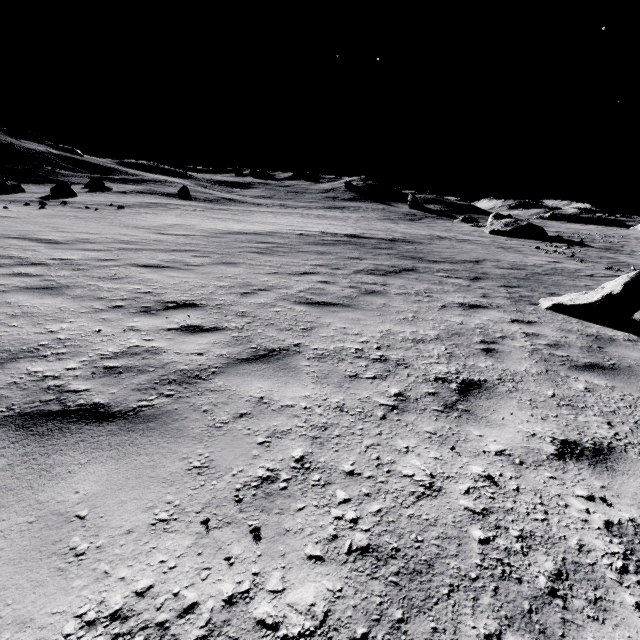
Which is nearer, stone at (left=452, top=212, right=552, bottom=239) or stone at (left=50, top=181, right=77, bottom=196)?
stone at (left=50, top=181, right=77, bottom=196)

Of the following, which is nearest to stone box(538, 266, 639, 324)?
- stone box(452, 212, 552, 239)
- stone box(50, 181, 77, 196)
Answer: stone box(452, 212, 552, 239)

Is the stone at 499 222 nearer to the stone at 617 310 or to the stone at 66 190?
the stone at 617 310

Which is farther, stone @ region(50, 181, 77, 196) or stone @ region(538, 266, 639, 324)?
stone @ region(50, 181, 77, 196)

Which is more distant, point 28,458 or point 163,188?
point 163,188

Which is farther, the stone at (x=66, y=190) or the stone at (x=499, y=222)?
the stone at (x=499, y=222)

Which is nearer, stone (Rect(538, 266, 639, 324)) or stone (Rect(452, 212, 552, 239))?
stone (Rect(538, 266, 639, 324))

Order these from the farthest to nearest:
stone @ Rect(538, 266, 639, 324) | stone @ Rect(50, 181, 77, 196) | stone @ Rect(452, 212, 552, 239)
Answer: stone @ Rect(452, 212, 552, 239)
stone @ Rect(50, 181, 77, 196)
stone @ Rect(538, 266, 639, 324)
